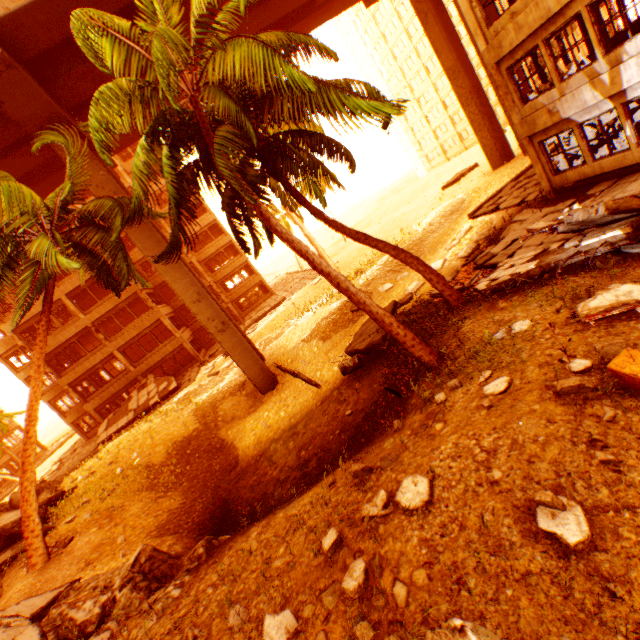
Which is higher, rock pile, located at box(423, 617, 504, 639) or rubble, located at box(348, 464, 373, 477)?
rock pile, located at box(423, 617, 504, 639)

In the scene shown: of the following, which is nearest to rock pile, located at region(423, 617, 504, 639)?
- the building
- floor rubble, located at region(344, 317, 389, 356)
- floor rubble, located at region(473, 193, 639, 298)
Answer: floor rubble, located at region(473, 193, 639, 298)

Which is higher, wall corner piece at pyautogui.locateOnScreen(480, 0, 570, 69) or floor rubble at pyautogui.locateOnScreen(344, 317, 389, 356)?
wall corner piece at pyautogui.locateOnScreen(480, 0, 570, 69)

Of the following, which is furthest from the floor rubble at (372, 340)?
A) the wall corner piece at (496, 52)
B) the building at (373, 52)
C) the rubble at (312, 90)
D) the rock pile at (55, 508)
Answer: the building at (373, 52)

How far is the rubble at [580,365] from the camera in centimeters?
475cm

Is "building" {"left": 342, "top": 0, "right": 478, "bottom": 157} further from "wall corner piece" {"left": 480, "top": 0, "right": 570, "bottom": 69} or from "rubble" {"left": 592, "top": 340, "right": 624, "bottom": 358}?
"wall corner piece" {"left": 480, "top": 0, "right": 570, "bottom": 69}

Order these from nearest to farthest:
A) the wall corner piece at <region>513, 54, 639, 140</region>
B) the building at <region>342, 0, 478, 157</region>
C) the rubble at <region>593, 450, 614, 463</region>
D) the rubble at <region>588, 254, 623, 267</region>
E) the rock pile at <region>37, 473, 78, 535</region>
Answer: the rubble at <region>593, 450, 614, 463</region>
the rubble at <region>588, 254, 623, 267</region>
the wall corner piece at <region>513, 54, 639, 140</region>
the rock pile at <region>37, 473, 78, 535</region>
the building at <region>342, 0, 478, 157</region>

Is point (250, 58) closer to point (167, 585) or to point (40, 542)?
point (167, 585)
